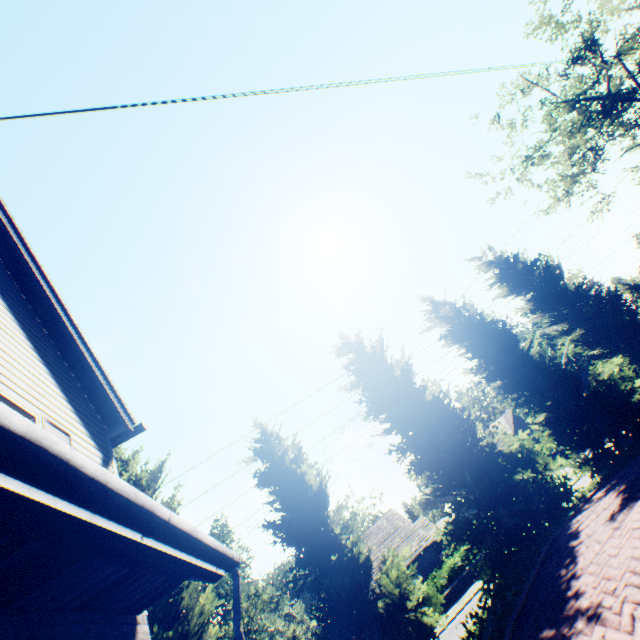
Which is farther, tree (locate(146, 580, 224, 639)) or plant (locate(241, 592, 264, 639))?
plant (locate(241, 592, 264, 639))

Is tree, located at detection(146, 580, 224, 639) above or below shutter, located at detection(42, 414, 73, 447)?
below

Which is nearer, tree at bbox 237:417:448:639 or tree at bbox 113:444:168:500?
tree at bbox 237:417:448:639

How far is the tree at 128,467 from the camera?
11.37m

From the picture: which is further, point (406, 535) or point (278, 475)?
point (406, 535)

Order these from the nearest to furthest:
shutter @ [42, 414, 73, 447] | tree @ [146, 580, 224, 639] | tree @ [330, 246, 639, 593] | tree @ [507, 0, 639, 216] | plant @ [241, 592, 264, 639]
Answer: shutter @ [42, 414, 73, 447] < tree @ [146, 580, 224, 639] < tree @ [330, 246, 639, 593] < tree @ [507, 0, 639, 216] < plant @ [241, 592, 264, 639]

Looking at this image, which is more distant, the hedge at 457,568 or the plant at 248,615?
the plant at 248,615

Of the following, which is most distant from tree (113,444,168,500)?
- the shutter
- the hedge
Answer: the hedge
